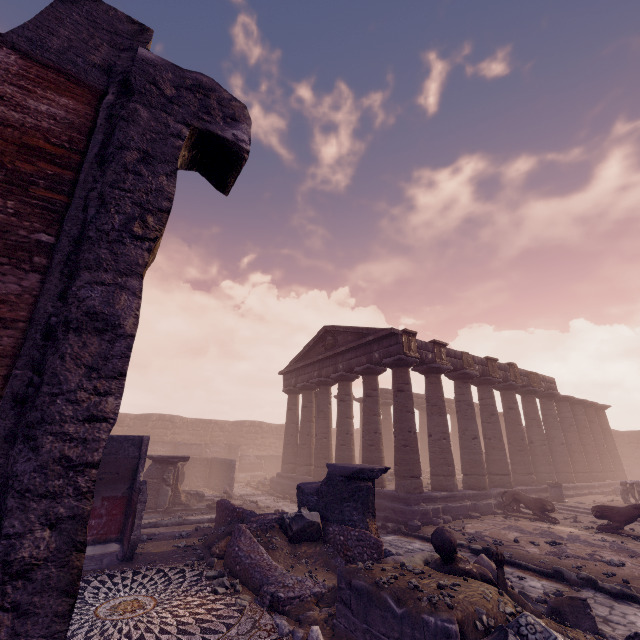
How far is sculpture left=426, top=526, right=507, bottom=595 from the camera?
4.7 meters

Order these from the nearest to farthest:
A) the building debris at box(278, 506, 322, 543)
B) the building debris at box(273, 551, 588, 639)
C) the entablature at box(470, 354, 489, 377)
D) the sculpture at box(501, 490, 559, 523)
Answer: the building debris at box(273, 551, 588, 639) < the building debris at box(278, 506, 322, 543) < the sculpture at box(501, 490, 559, 523) < the entablature at box(470, 354, 489, 377)

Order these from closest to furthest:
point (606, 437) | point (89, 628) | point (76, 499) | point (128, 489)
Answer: point (76, 499) → point (89, 628) → point (128, 489) → point (606, 437)

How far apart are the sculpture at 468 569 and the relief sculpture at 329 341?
13.2m

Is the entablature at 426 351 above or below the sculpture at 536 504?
above

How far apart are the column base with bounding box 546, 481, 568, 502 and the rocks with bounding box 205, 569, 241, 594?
16.6m

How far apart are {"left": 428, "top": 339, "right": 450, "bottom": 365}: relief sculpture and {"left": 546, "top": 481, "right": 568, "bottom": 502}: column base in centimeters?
807cm

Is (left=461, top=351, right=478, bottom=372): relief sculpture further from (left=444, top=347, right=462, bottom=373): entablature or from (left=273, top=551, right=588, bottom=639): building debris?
(left=273, top=551, right=588, bottom=639): building debris
